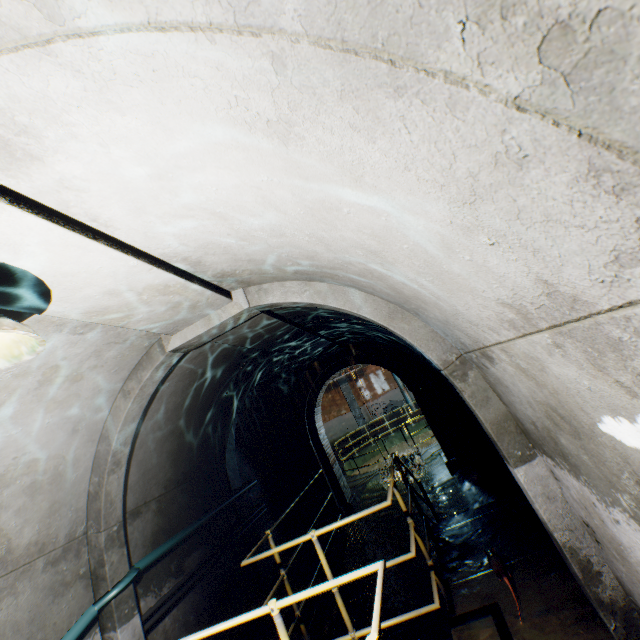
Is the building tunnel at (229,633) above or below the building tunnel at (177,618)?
below

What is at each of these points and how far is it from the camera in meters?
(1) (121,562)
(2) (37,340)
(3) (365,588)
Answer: (1) wall archway, 3.5
(2) ceiling light, 1.6
(3) building tunnel, 5.9

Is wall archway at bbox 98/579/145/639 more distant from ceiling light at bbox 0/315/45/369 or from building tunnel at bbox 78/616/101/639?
ceiling light at bbox 0/315/45/369

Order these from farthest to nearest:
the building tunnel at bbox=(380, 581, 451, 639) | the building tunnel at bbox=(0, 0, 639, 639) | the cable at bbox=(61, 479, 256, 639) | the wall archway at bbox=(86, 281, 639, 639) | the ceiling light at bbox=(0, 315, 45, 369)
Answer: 1. the building tunnel at bbox=(380, 581, 451, 639)
2. the cable at bbox=(61, 479, 256, 639)
3. the wall archway at bbox=(86, 281, 639, 639)
4. the ceiling light at bbox=(0, 315, 45, 369)
5. the building tunnel at bbox=(0, 0, 639, 639)

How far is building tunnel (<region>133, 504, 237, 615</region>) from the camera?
3.82m

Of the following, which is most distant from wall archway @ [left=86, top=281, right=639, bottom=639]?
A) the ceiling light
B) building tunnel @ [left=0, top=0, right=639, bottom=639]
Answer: the ceiling light

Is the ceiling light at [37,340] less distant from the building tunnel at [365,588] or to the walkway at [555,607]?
the building tunnel at [365,588]
